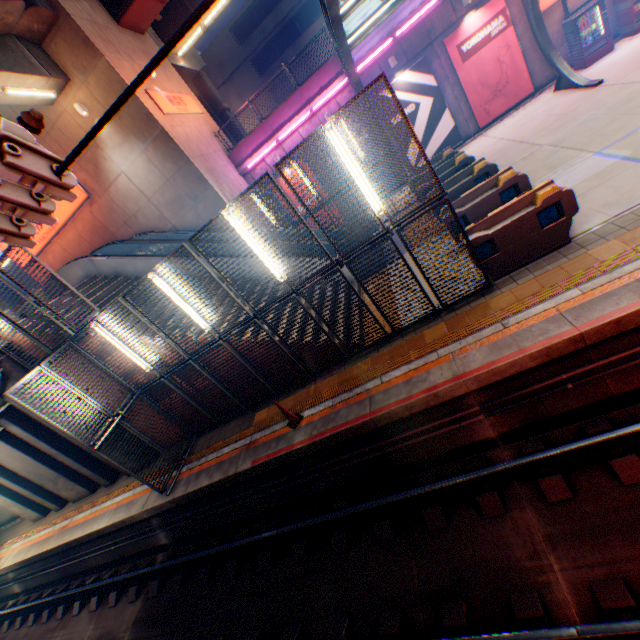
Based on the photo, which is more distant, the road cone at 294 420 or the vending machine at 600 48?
the vending machine at 600 48

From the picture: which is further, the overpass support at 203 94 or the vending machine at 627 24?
the overpass support at 203 94

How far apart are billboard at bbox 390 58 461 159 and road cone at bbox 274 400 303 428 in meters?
15.1

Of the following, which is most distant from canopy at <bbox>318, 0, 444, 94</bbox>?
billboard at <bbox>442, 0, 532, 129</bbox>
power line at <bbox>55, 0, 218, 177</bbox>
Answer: power line at <bbox>55, 0, 218, 177</bbox>

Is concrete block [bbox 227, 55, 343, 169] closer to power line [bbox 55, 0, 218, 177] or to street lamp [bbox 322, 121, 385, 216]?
street lamp [bbox 322, 121, 385, 216]

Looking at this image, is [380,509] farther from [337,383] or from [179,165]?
[179,165]

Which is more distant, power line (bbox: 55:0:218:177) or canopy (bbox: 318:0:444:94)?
canopy (bbox: 318:0:444:94)

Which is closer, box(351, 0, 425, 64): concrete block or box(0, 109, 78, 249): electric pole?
box(0, 109, 78, 249): electric pole
